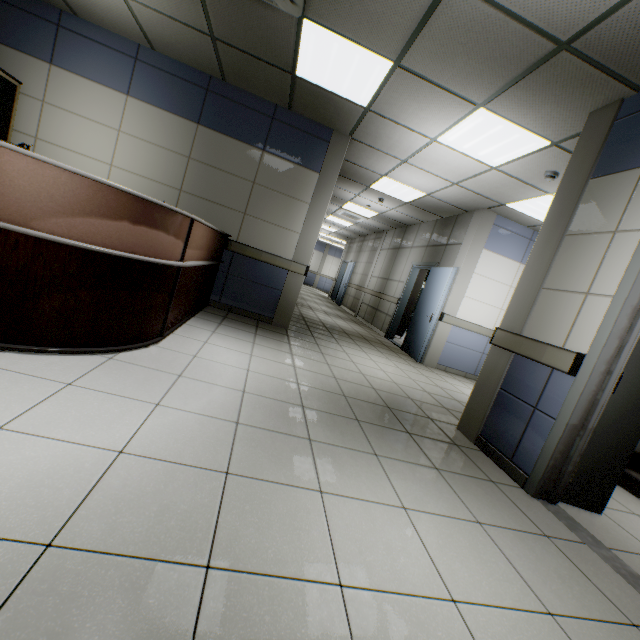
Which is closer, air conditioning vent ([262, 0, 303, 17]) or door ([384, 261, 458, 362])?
air conditioning vent ([262, 0, 303, 17])

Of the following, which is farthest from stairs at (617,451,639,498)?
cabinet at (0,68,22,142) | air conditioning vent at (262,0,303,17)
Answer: cabinet at (0,68,22,142)

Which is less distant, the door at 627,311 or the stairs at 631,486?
the door at 627,311

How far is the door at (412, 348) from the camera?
6.43m

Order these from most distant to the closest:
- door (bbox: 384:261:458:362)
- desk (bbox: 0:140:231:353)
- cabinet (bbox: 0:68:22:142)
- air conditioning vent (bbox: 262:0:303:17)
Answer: door (bbox: 384:261:458:362) → cabinet (bbox: 0:68:22:142) → air conditioning vent (bbox: 262:0:303:17) → desk (bbox: 0:140:231:353)

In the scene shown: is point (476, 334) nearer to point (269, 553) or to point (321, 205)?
point (321, 205)

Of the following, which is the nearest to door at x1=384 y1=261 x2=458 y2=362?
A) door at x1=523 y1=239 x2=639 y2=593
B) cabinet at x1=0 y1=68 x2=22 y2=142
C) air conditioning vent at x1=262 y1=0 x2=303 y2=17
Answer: door at x1=523 y1=239 x2=639 y2=593

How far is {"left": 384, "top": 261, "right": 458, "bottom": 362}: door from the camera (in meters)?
6.43
